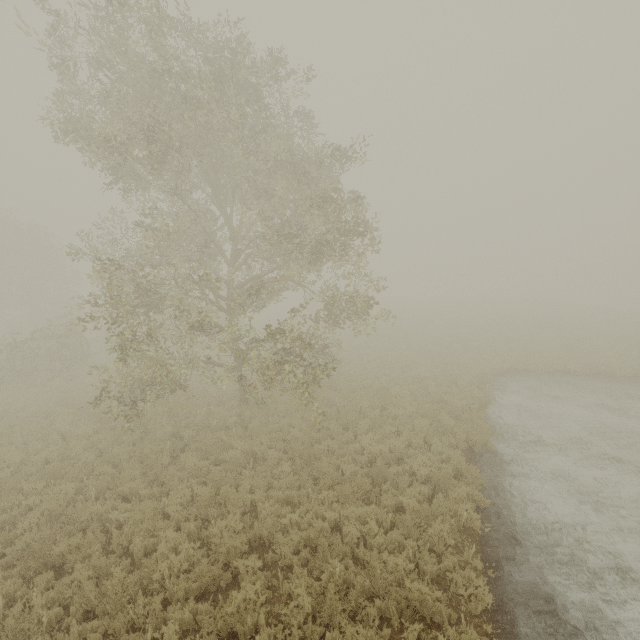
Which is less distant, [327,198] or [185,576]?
[185,576]
